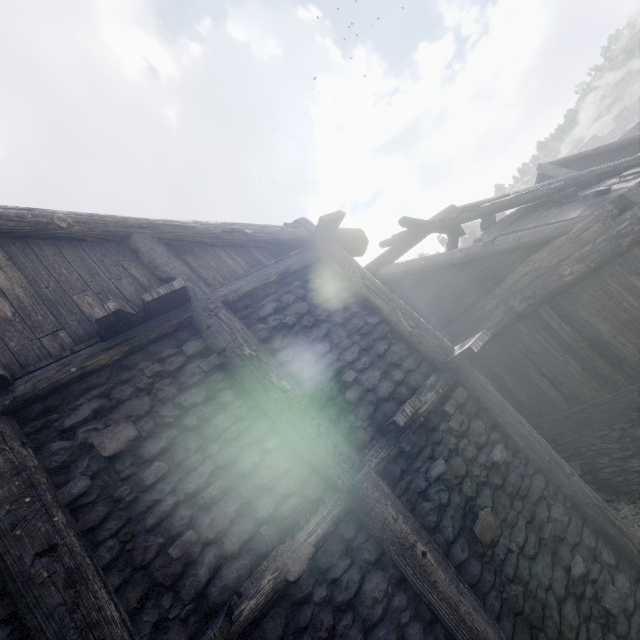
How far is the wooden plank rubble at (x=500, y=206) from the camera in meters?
6.6 m

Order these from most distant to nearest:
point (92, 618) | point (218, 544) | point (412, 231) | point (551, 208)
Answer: point (412, 231) → point (551, 208) → point (218, 544) → point (92, 618)

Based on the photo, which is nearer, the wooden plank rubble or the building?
the building

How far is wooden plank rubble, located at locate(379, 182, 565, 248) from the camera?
6.65m

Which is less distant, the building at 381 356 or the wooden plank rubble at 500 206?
the building at 381 356
